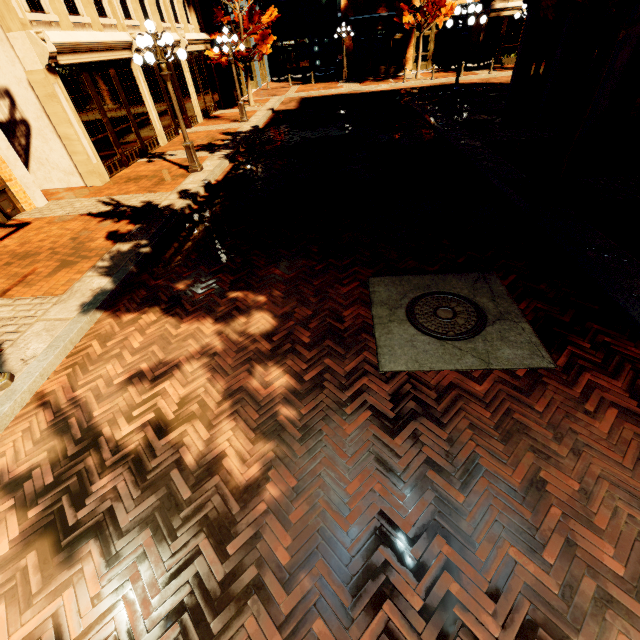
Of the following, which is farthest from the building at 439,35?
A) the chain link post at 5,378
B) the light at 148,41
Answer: the chain link post at 5,378

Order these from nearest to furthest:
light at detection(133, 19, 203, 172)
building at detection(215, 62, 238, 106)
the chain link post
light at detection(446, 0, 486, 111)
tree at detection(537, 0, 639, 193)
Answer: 1. the chain link post
2. tree at detection(537, 0, 639, 193)
3. light at detection(133, 19, 203, 172)
4. light at detection(446, 0, 486, 111)
5. building at detection(215, 62, 238, 106)

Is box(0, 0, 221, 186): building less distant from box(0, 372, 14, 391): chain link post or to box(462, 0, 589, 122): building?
box(0, 372, 14, 391): chain link post

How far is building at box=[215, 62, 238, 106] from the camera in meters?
20.7

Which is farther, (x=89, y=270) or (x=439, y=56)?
(x=439, y=56)

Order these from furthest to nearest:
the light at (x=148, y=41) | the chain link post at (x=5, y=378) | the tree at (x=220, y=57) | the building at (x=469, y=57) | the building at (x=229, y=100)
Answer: the building at (x=229, y=100)
the tree at (x=220, y=57)
the building at (x=469, y=57)
the light at (x=148, y=41)
the chain link post at (x=5, y=378)

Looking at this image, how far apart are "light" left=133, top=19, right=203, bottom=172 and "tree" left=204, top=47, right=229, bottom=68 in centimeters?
1195cm

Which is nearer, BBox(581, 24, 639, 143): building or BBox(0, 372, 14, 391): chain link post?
BBox(0, 372, 14, 391): chain link post
